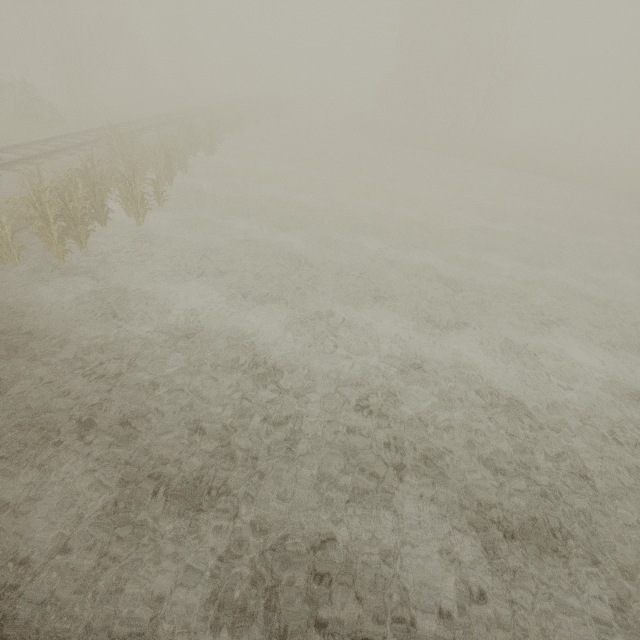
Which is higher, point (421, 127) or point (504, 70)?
point (504, 70)

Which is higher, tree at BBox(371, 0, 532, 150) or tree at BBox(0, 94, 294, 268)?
tree at BBox(371, 0, 532, 150)

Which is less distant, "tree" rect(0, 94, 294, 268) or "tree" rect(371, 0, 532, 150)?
"tree" rect(0, 94, 294, 268)

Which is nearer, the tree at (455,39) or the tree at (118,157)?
the tree at (118,157)

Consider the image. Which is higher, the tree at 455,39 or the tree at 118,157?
the tree at 455,39
